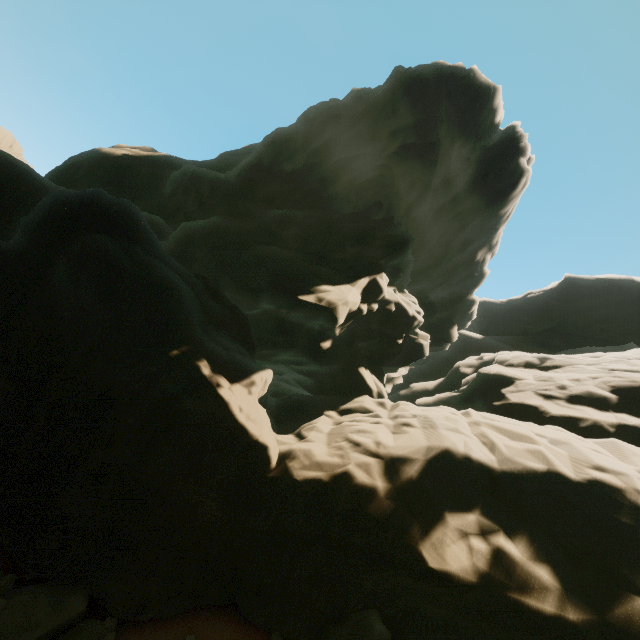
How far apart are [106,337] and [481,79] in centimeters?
2870cm
